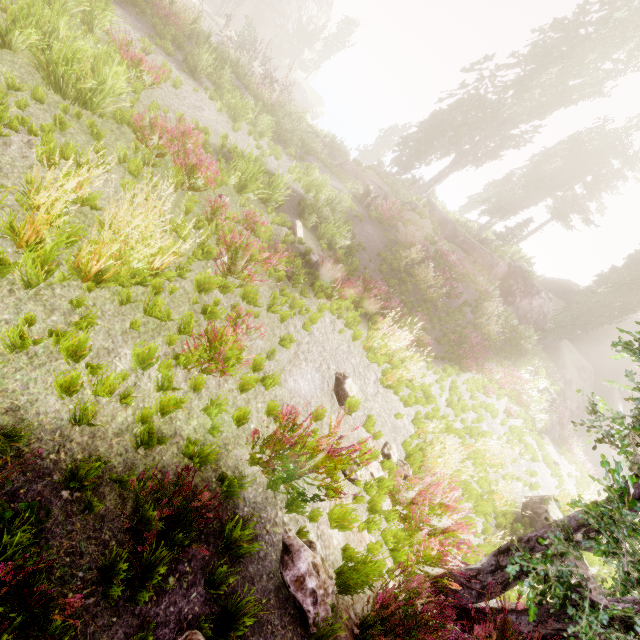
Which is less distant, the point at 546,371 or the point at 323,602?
the point at 323,602

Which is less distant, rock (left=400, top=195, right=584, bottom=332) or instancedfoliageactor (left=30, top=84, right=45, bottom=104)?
instancedfoliageactor (left=30, top=84, right=45, bottom=104)

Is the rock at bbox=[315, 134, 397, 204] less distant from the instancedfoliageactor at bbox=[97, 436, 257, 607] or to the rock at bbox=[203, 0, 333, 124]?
the instancedfoliageactor at bbox=[97, 436, 257, 607]

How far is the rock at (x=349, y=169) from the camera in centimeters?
2094cm

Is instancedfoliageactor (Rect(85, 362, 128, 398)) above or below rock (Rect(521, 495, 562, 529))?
below

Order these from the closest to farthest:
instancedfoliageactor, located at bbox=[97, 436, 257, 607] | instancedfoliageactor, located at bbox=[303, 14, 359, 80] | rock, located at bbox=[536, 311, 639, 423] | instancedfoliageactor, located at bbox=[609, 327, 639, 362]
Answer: instancedfoliageactor, located at bbox=[97, 436, 257, 607] < instancedfoliageactor, located at bbox=[609, 327, 639, 362] < rock, located at bbox=[536, 311, 639, 423] < instancedfoliageactor, located at bbox=[303, 14, 359, 80]

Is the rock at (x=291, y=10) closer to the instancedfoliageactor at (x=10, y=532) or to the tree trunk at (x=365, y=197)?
the instancedfoliageactor at (x=10, y=532)

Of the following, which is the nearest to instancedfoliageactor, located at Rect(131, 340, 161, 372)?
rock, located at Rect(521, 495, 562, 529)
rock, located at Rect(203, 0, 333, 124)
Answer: rock, located at Rect(203, 0, 333, 124)
